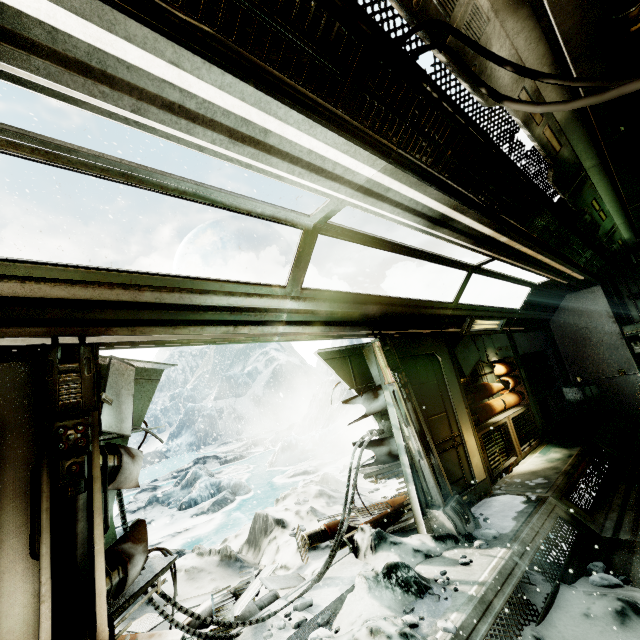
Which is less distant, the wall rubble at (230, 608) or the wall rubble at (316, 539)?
the wall rubble at (230, 608)

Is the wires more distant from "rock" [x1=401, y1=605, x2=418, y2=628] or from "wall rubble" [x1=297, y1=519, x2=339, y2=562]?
"wall rubble" [x1=297, y1=519, x2=339, y2=562]

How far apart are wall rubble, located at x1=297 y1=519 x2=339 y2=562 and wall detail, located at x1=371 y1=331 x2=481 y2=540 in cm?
64

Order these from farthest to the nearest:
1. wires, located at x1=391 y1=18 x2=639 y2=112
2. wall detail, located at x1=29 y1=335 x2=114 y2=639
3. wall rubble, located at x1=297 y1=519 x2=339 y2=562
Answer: wall rubble, located at x1=297 y1=519 x2=339 y2=562
wall detail, located at x1=29 y1=335 x2=114 y2=639
wires, located at x1=391 y1=18 x2=639 y2=112

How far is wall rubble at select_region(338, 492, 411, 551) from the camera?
4.4 meters

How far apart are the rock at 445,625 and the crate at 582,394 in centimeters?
879cm

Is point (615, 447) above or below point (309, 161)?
below

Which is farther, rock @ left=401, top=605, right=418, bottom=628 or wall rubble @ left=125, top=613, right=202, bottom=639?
wall rubble @ left=125, top=613, right=202, bottom=639
